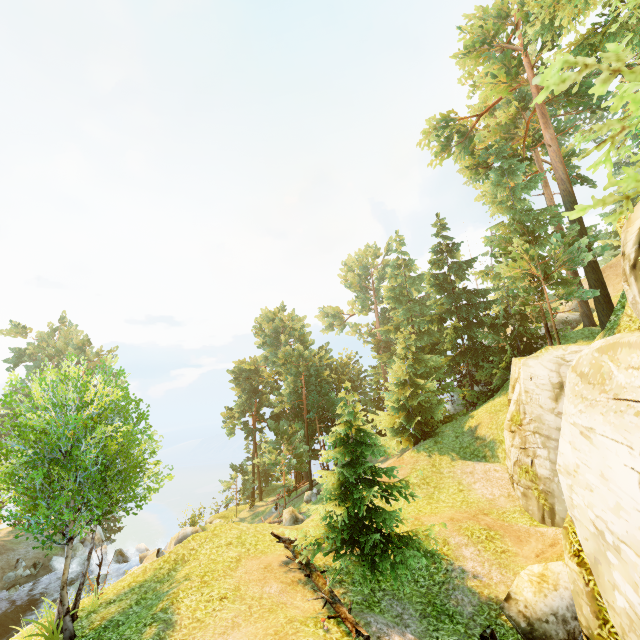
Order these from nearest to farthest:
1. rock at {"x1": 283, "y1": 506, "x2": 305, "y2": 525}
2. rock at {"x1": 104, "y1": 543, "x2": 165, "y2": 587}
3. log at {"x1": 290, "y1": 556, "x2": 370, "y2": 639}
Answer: log at {"x1": 290, "y1": 556, "x2": 370, "y2": 639}, rock at {"x1": 283, "y1": 506, "x2": 305, "y2": 525}, rock at {"x1": 104, "y1": 543, "x2": 165, "y2": 587}

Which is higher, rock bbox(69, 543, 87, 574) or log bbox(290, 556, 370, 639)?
log bbox(290, 556, 370, 639)

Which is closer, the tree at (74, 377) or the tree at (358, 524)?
the tree at (74, 377)

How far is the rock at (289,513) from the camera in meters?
22.6 m

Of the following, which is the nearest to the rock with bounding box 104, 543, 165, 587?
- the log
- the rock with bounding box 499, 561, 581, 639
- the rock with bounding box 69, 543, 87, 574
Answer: the rock with bounding box 69, 543, 87, 574

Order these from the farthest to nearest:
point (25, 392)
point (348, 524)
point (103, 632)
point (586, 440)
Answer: point (25, 392), point (348, 524), point (103, 632), point (586, 440)

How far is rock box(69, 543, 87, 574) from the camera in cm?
2975

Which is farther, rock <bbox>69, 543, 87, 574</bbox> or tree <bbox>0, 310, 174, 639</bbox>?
rock <bbox>69, 543, 87, 574</bbox>
